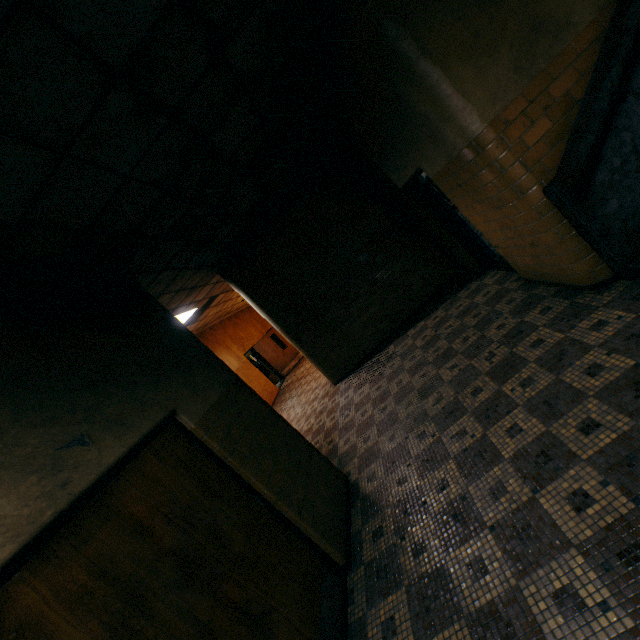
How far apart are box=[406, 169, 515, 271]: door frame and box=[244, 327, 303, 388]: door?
10.02m

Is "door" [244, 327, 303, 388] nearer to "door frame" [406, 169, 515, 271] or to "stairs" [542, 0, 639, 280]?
"door frame" [406, 169, 515, 271]

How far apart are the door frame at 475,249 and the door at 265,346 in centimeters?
1002cm

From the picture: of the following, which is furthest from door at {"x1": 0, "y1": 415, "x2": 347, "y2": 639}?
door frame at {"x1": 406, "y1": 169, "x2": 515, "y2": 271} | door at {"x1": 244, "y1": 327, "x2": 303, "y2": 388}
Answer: door at {"x1": 244, "y1": 327, "x2": 303, "y2": 388}

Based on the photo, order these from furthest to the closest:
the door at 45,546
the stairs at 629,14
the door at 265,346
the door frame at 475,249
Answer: the door at 265,346
the door frame at 475,249
the stairs at 629,14
the door at 45,546

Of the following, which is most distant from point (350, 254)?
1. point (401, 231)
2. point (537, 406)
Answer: point (537, 406)

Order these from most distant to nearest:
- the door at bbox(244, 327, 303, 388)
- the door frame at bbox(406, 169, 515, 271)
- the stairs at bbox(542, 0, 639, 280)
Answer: the door at bbox(244, 327, 303, 388) → the door frame at bbox(406, 169, 515, 271) → the stairs at bbox(542, 0, 639, 280)

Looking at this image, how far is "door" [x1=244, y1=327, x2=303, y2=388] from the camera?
15.3m
